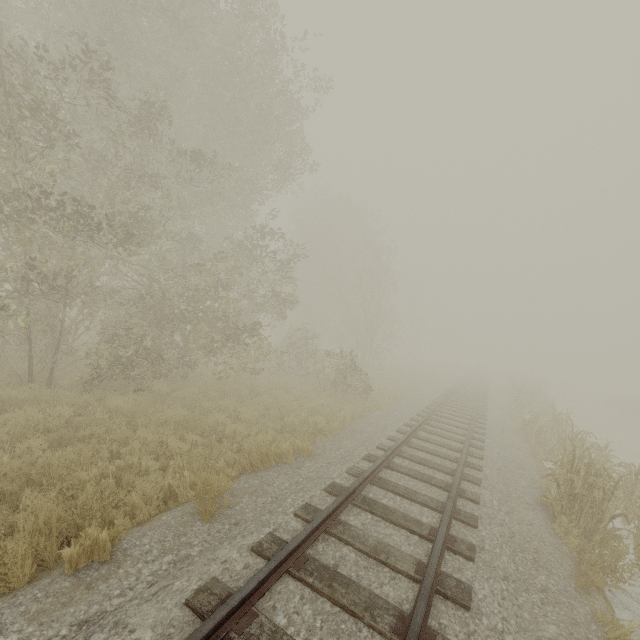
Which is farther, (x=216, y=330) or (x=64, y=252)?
(x=216, y=330)
